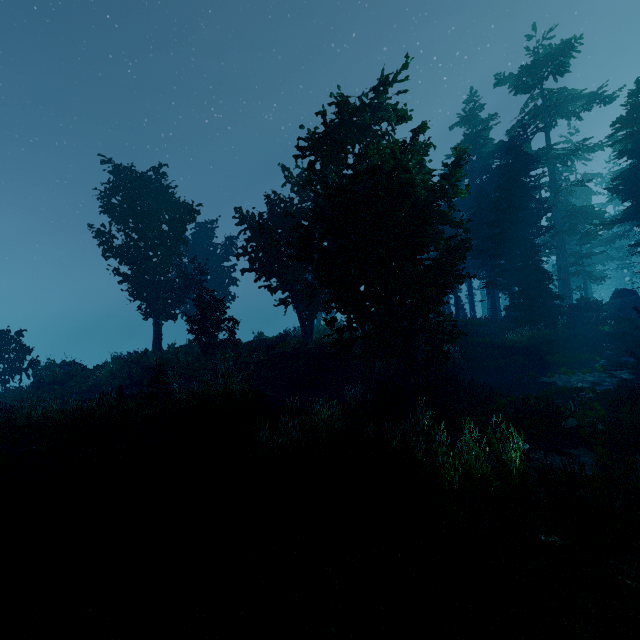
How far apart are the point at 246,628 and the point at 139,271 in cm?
2575

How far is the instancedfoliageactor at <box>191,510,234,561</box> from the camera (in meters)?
4.55

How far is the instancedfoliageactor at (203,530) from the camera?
4.6m

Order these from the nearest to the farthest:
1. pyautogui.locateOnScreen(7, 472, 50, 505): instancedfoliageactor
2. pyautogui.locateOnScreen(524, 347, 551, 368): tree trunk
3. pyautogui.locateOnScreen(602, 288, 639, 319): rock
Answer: pyautogui.locateOnScreen(7, 472, 50, 505): instancedfoliageactor, pyautogui.locateOnScreen(524, 347, 551, 368): tree trunk, pyautogui.locateOnScreen(602, 288, 639, 319): rock

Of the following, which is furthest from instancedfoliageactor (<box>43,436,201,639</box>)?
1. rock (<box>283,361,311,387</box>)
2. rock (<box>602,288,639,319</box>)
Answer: rock (<box>283,361,311,387</box>)

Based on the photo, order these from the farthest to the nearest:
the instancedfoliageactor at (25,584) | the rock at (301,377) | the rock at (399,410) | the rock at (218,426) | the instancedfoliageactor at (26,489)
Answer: the rock at (301,377)
the rock at (399,410)
the rock at (218,426)
the instancedfoliageactor at (26,489)
the instancedfoliageactor at (25,584)

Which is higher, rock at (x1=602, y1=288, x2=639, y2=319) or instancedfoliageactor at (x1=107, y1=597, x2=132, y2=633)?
rock at (x1=602, y1=288, x2=639, y2=319)

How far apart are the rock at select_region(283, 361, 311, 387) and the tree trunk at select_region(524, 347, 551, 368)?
13.2m
